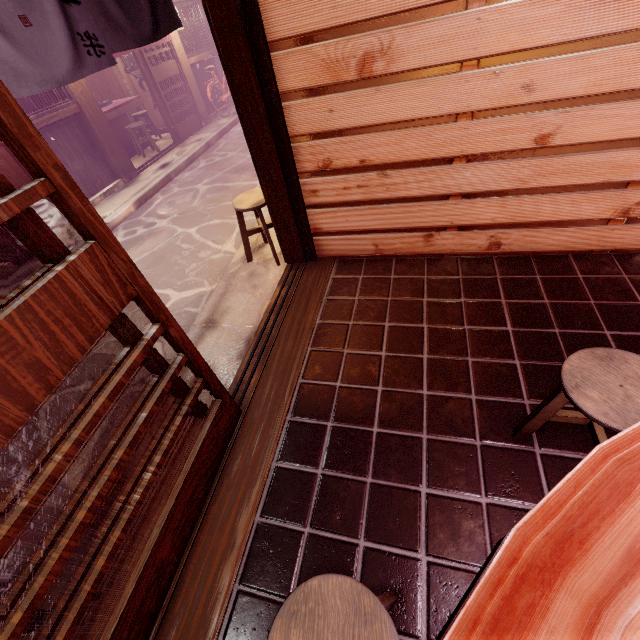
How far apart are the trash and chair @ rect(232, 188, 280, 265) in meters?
6.4

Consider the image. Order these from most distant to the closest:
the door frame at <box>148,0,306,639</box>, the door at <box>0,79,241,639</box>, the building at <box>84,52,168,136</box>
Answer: the building at <box>84,52,168,136</box>, the door frame at <box>148,0,306,639</box>, the door at <box>0,79,241,639</box>

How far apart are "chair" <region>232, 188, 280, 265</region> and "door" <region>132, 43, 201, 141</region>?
12.6 meters

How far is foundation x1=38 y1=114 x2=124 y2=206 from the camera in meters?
11.1 m

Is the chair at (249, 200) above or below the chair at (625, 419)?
above

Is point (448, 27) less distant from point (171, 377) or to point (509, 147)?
point (509, 147)

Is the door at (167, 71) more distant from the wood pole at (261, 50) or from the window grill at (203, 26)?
the wood pole at (261, 50)
